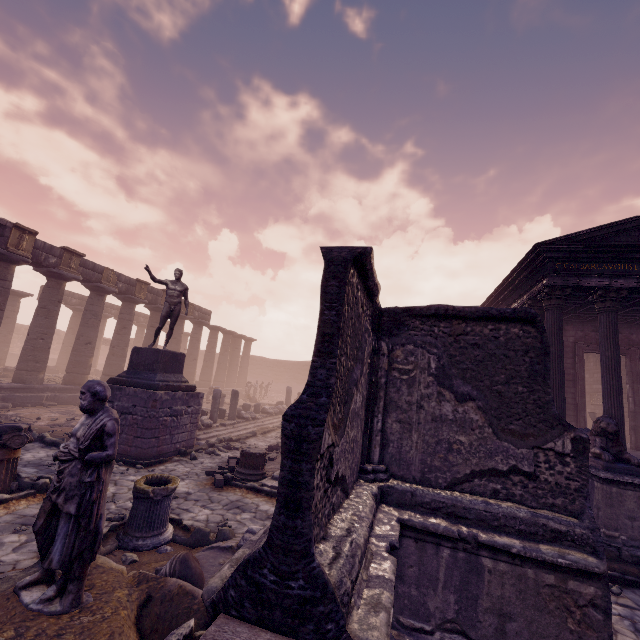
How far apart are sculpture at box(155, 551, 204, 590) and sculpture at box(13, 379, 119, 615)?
0.81m

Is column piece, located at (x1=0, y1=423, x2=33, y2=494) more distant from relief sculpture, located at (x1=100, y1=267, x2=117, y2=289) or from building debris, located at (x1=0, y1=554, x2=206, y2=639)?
relief sculpture, located at (x1=100, y1=267, x2=117, y2=289)

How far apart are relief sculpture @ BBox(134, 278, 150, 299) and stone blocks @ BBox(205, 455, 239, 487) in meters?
14.0 m

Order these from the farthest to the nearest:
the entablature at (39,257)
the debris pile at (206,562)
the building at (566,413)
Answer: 1. the entablature at (39,257)
2. the building at (566,413)
3. the debris pile at (206,562)

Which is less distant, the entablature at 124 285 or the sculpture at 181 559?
the sculpture at 181 559

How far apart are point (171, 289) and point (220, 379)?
20.3 meters

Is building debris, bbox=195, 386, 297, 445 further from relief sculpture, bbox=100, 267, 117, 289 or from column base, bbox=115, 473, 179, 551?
relief sculpture, bbox=100, 267, 117, 289

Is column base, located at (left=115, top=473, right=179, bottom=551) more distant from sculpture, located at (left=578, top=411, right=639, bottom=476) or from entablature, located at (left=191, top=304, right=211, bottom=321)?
entablature, located at (left=191, top=304, right=211, bottom=321)
